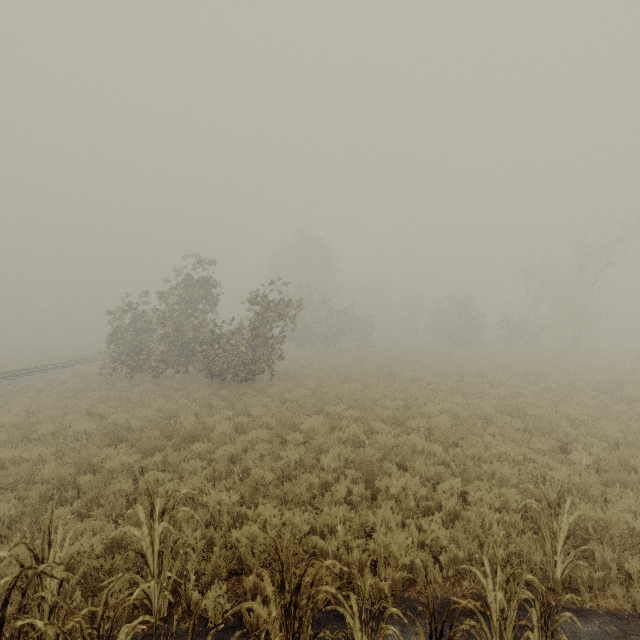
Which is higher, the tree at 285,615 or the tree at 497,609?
the tree at 285,615

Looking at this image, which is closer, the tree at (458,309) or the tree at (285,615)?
the tree at (285,615)

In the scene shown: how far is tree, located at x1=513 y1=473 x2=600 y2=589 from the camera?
4.15m

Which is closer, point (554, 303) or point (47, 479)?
point (47, 479)

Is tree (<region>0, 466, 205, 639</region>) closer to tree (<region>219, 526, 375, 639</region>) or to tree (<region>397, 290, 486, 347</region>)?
tree (<region>219, 526, 375, 639</region>)

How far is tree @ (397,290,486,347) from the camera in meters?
35.5

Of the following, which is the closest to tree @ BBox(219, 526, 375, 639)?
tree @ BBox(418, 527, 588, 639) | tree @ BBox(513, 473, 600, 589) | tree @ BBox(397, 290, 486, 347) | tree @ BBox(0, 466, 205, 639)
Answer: tree @ BBox(418, 527, 588, 639)

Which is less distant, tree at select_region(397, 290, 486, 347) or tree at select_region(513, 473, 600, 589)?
tree at select_region(513, 473, 600, 589)
